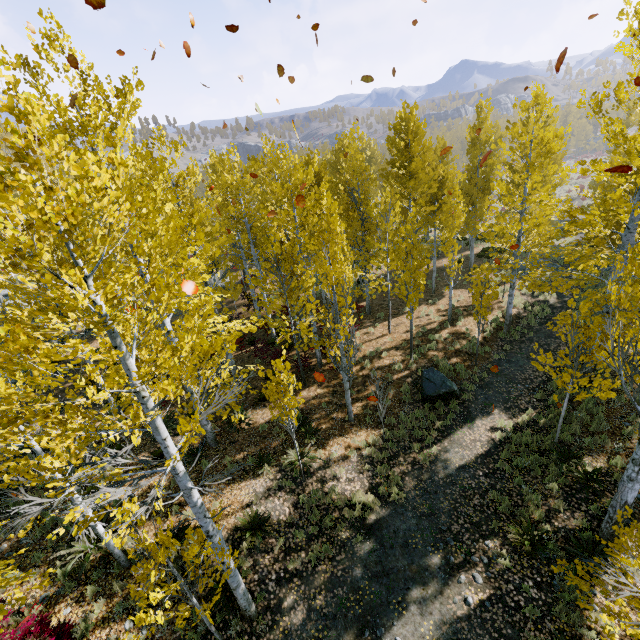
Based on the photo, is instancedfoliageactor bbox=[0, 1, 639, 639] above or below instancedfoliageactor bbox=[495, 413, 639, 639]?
above

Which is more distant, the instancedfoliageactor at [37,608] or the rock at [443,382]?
the rock at [443,382]

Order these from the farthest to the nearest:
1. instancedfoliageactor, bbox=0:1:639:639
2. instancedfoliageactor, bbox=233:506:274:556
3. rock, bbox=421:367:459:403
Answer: rock, bbox=421:367:459:403, instancedfoliageactor, bbox=233:506:274:556, instancedfoliageactor, bbox=0:1:639:639

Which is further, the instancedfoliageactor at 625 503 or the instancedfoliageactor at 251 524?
the instancedfoliageactor at 251 524

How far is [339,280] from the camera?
13.5m

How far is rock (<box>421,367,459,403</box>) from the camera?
12.3m

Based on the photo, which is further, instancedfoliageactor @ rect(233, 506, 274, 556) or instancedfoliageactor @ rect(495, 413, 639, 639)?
instancedfoliageactor @ rect(233, 506, 274, 556)

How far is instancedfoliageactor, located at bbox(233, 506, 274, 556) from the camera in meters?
8.4
